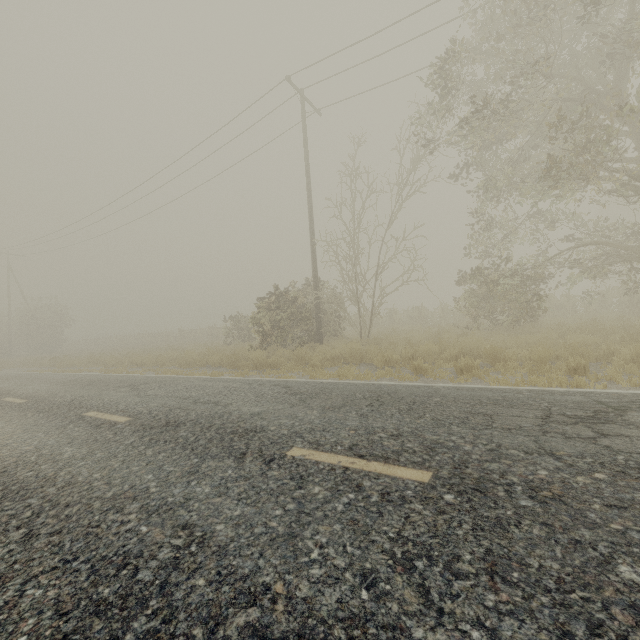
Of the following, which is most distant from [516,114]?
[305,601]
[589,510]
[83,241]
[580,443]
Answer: [83,241]
